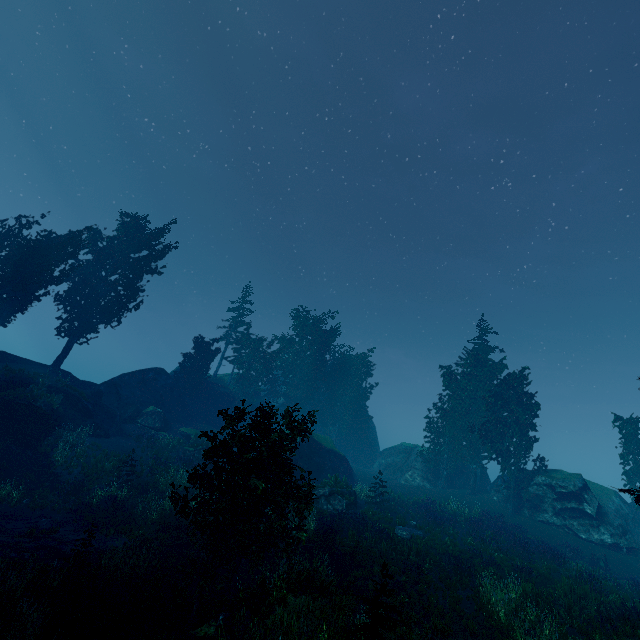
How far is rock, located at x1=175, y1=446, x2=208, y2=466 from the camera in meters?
27.2 m

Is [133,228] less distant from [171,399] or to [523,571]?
[171,399]

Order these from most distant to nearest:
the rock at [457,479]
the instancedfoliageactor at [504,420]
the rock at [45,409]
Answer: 1. the rock at [457,479]
2. the instancedfoliageactor at [504,420]
3. the rock at [45,409]

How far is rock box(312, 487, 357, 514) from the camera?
23.3m

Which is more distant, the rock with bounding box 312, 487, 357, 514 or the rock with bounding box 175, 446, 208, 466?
the rock with bounding box 175, 446, 208, 466

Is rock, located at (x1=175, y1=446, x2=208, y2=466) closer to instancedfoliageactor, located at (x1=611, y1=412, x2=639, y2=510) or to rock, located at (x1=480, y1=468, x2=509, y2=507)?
A: instancedfoliageactor, located at (x1=611, y1=412, x2=639, y2=510)

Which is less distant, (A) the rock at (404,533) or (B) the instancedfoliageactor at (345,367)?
(B) the instancedfoliageactor at (345,367)

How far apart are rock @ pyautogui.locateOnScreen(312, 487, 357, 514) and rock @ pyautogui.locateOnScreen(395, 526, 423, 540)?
3.53m
